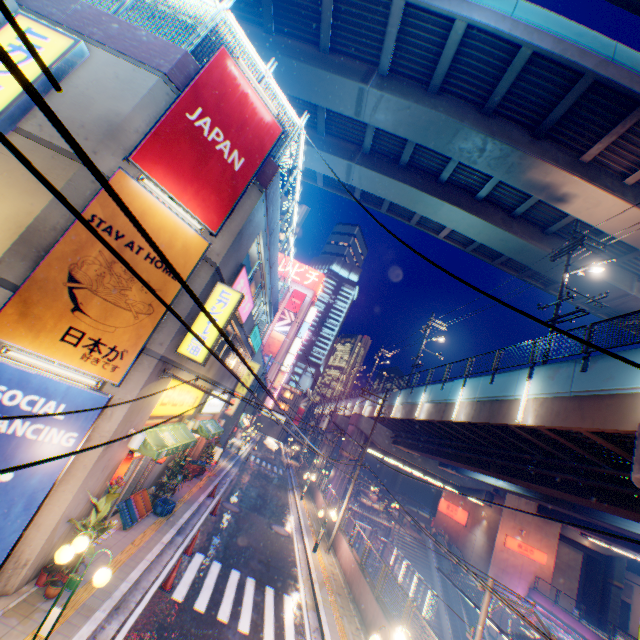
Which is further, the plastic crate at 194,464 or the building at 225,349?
the plastic crate at 194,464

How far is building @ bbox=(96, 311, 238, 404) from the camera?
8.1 meters

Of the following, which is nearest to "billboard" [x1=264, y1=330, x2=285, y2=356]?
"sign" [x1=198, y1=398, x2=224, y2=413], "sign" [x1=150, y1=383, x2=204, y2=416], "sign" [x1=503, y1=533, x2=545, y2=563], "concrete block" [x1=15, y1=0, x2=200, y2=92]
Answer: "sign" [x1=198, y1=398, x2=224, y2=413]

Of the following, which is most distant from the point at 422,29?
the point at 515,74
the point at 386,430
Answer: the point at 386,430

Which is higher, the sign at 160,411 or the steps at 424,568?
the sign at 160,411

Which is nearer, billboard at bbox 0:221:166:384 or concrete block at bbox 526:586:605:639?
billboard at bbox 0:221:166:384

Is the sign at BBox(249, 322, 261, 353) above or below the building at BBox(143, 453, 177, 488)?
above

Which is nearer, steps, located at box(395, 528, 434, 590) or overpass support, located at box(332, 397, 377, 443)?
steps, located at box(395, 528, 434, 590)
